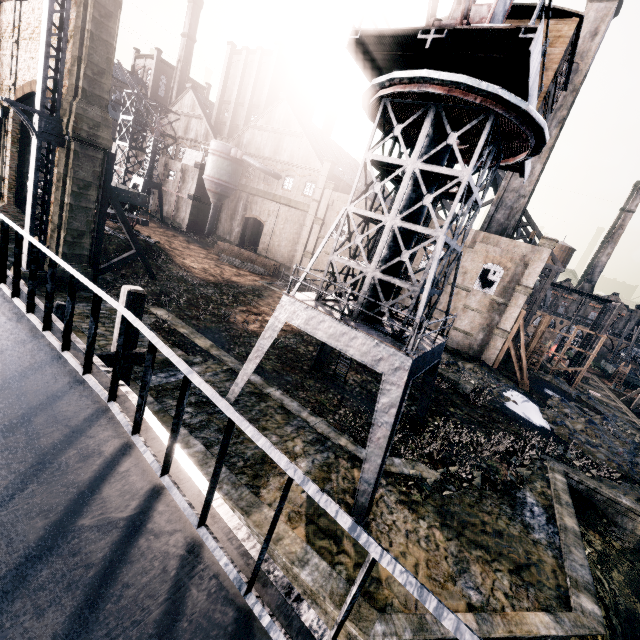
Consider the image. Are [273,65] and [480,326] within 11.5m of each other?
no

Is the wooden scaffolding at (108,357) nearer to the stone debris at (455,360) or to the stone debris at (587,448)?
A: the stone debris at (455,360)

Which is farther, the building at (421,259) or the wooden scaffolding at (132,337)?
the building at (421,259)

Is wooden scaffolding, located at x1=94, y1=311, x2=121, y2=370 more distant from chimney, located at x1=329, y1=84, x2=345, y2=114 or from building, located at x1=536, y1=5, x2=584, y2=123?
chimney, located at x1=329, y1=84, x2=345, y2=114

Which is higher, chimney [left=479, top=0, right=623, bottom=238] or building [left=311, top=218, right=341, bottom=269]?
chimney [left=479, top=0, right=623, bottom=238]

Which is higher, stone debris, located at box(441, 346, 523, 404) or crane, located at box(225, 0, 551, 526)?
crane, located at box(225, 0, 551, 526)

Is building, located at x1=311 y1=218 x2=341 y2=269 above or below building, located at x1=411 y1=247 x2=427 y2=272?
below

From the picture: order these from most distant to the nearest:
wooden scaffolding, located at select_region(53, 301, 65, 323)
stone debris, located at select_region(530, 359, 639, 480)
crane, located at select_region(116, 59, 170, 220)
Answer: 1. crane, located at select_region(116, 59, 170, 220)
2. stone debris, located at select_region(530, 359, 639, 480)
3. wooden scaffolding, located at select_region(53, 301, 65, 323)
